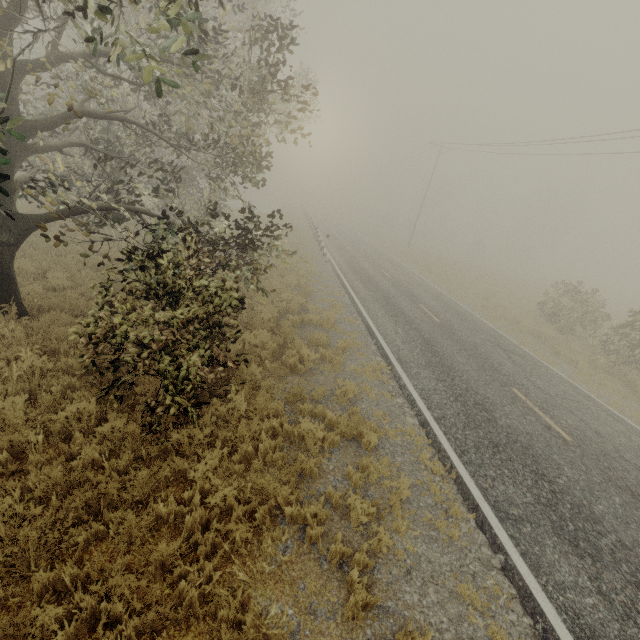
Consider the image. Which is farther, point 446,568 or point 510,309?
point 510,309
